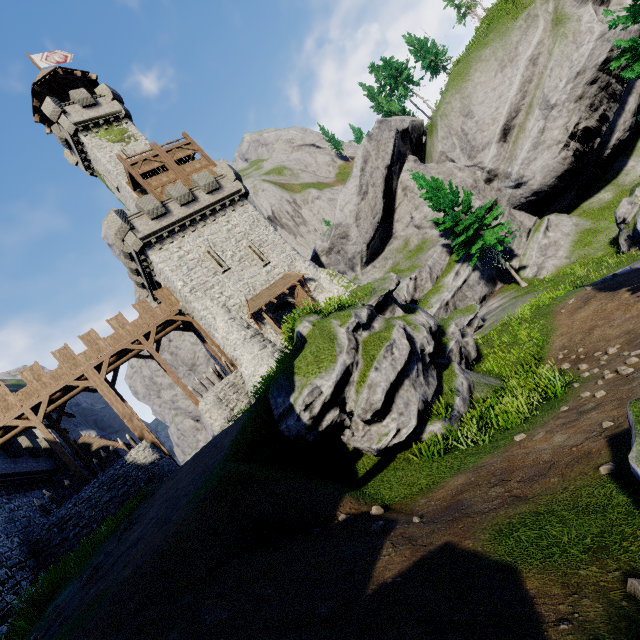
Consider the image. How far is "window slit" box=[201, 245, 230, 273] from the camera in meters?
25.4

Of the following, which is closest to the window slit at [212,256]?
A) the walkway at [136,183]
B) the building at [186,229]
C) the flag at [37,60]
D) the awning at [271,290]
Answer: the building at [186,229]

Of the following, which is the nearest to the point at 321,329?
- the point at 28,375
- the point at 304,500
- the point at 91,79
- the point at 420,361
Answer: the point at 420,361

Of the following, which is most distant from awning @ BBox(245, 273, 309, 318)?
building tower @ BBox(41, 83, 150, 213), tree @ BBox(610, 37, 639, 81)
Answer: tree @ BBox(610, 37, 639, 81)

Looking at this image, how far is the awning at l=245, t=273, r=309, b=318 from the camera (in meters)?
24.48

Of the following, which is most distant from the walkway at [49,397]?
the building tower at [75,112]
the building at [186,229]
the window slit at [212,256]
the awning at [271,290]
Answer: the building tower at [75,112]

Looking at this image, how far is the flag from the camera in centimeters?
3422cm

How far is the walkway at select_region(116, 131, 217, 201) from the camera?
26.59m
